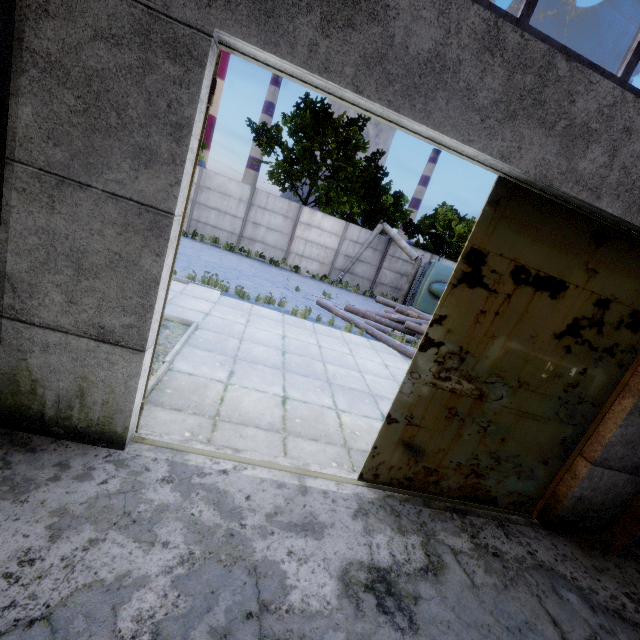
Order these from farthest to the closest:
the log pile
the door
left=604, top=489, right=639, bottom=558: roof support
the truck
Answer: the truck
the log pile
left=604, top=489, right=639, bottom=558: roof support
the door

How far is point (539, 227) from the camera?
3.3m

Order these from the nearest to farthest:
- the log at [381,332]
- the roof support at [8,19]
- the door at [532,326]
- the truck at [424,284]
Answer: the roof support at [8,19]
the door at [532,326]
the log at [381,332]
the truck at [424,284]

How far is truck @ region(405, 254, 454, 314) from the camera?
16.5m

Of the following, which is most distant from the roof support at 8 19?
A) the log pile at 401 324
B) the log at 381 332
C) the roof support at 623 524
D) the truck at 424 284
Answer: the truck at 424 284

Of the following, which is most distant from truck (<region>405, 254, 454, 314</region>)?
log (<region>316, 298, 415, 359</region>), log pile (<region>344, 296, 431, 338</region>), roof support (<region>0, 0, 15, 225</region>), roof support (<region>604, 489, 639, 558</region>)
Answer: roof support (<region>0, 0, 15, 225</region>)

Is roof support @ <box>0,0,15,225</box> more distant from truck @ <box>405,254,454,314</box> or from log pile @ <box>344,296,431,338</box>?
truck @ <box>405,254,454,314</box>

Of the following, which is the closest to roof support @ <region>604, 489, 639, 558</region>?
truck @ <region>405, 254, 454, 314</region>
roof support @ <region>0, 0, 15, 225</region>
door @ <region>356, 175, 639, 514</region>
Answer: door @ <region>356, 175, 639, 514</region>
